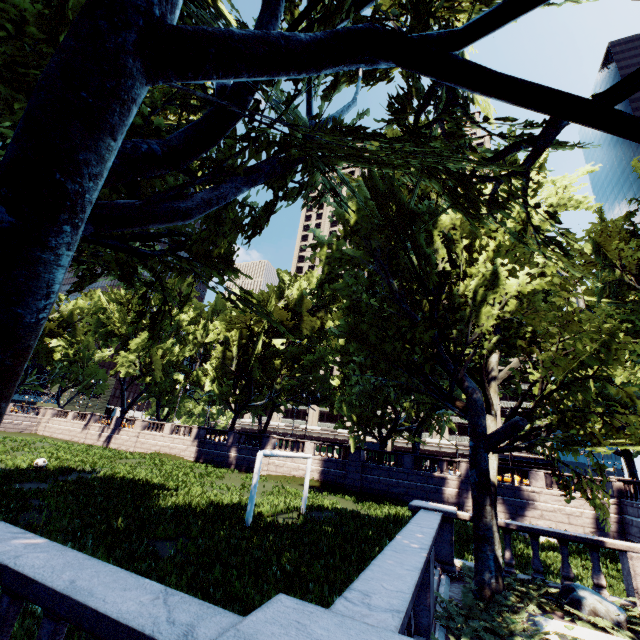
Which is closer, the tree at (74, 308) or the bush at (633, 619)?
the tree at (74, 308)

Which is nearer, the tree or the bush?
the tree

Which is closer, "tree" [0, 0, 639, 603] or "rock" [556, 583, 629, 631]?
"tree" [0, 0, 639, 603]

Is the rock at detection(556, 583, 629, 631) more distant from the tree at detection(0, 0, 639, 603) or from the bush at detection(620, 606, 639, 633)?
the tree at detection(0, 0, 639, 603)

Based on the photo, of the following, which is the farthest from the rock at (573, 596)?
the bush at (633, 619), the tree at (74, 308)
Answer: the tree at (74, 308)

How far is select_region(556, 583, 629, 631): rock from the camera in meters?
7.4

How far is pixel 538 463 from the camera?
59.9 meters
